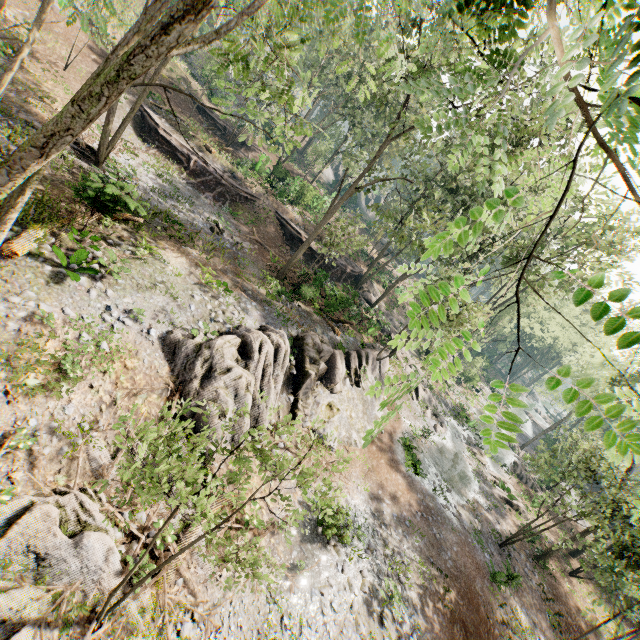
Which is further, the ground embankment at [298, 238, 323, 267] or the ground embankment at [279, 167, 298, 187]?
the ground embankment at [279, 167, 298, 187]

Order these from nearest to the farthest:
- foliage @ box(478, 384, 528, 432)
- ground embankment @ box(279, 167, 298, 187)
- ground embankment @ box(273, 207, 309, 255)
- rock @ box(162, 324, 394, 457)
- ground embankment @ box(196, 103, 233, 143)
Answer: foliage @ box(478, 384, 528, 432) → rock @ box(162, 324, 394, 457) → ground embankment @ box(273, 207, 309, 255) → ground embankment @ box(279, 167, 298, 187) → ground embankment @ box(196, 103, 233, 143)

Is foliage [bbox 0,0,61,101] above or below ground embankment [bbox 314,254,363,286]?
above

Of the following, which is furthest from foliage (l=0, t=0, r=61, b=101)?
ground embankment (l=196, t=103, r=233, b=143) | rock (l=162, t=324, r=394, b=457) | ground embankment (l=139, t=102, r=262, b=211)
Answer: ground embankment (l=139, t=102, r=262, b=211)

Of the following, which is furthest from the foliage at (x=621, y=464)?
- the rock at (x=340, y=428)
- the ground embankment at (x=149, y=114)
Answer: the ground embankment at (x=149, y=114)

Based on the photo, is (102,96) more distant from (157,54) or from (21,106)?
(21,106)

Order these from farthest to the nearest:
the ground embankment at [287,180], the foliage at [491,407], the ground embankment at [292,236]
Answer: the ground embankment at [287,180] → the ground embankment at [292,236] → the foliage at [491,407]

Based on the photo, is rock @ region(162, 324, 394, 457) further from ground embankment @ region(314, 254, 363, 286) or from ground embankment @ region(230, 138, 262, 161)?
ground embankment @ region(230, 138, 262, 161)
